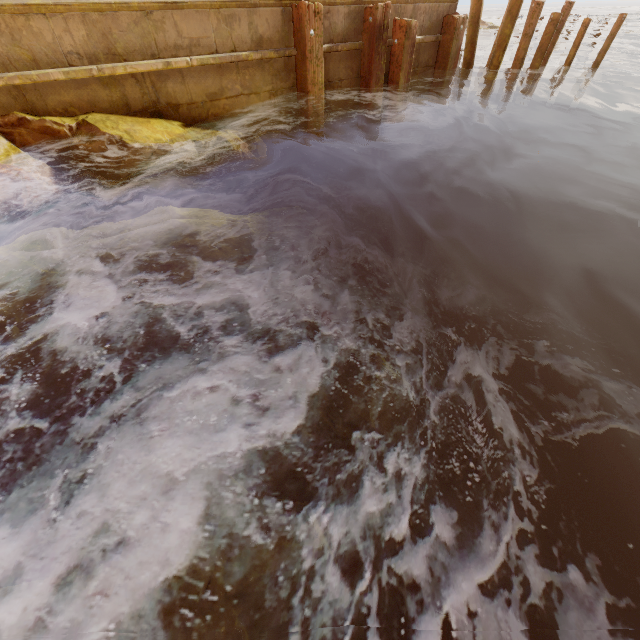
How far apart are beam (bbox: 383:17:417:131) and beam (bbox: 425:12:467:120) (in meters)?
1.30

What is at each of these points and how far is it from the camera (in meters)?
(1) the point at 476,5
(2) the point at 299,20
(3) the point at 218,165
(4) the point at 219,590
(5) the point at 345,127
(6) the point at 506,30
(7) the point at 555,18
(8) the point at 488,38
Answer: (1) beam, 7.78
(2) beam, 5.68
(3) rock, 5.98
(4) rock, 1.38
(5) building, 7.77
(6) beam, 7.82
(7) beam, 7.83
(8) rock, 24.34

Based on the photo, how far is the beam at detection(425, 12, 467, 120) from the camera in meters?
7.6 m

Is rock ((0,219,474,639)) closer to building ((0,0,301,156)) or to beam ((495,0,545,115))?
building ((0,0,301,156))

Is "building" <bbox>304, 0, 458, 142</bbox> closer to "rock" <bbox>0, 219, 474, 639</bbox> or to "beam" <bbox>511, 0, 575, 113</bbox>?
"rock" <bbox>0, 219, 474, 639</bbox>

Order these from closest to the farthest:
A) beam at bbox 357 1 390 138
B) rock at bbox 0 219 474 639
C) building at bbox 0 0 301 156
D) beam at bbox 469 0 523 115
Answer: rock at bbox 0 219 474 639 < building at bbox 0 0 301 156 < beam at bbox 357 1 390 138 < beam at bbox 469 0 523 115

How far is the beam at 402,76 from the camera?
6.9m

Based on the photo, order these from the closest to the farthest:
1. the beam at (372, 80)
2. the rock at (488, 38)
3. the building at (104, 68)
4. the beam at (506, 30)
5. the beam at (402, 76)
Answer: the building at (104, 68), the beam at (372, 80), the beam at (402, 76), the beam at (506, 30), the rock at (488, 38)
